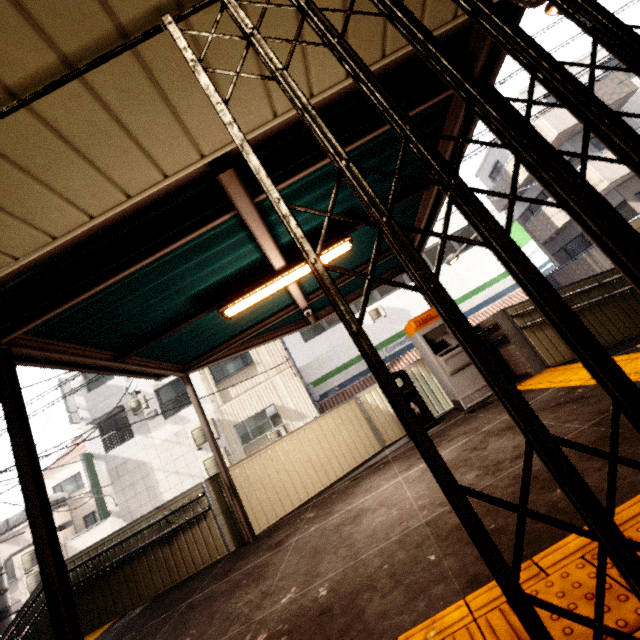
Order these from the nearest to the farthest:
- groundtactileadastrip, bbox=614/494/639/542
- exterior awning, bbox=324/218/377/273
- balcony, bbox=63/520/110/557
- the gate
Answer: the gate, groundtactileadastrip, bbox=614/494/639/542, exterior awning, bbox=324/218/377/273, balcony, bbox=63/520/110/557

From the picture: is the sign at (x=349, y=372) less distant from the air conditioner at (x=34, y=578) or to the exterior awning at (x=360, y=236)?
the exterior awning at (x=360, y=236)

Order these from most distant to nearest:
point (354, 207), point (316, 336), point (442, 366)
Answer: point (316, 336)
point (442, 366)
point (354, 207)

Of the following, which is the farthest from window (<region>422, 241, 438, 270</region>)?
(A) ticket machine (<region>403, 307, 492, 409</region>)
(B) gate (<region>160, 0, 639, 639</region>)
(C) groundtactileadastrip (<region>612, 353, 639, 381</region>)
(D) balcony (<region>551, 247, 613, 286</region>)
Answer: (C) groundtactileadastrip (<region>612, 353, 639, 381</region>)

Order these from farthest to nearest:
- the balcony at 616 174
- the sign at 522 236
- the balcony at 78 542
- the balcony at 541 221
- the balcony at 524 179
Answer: the balcony at 524 179
the balcony at 541 221
the balcony at 78 542
the sign at 522 236
the balcony at 616 174

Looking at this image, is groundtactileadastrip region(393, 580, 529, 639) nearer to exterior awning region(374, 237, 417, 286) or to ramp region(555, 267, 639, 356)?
exterior awning region(374, 237, 417, 286)

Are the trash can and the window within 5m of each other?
no

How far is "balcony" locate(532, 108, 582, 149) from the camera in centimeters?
1375cm
